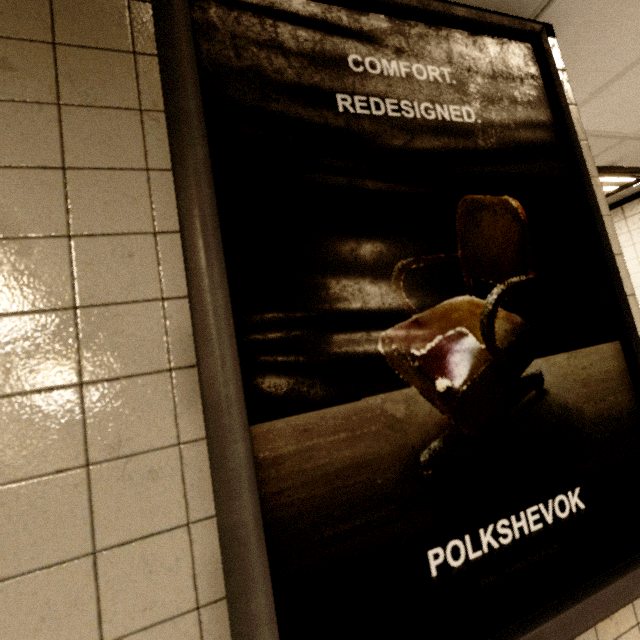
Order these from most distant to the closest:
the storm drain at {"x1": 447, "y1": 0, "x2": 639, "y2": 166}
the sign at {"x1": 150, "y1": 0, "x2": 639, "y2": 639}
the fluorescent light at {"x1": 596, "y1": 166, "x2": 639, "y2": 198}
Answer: the fluorescent light at {"x1": 596, "y1": 166, "x2": 639, "y2": 198} → the storm drain at {"x1": 447, "y1": 0, "x2": 639, "y2": 166} → the sign at {"x1": 150, "y1": 0, "x2": 639, "y2": 639}

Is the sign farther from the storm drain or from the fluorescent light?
the fluorescent light

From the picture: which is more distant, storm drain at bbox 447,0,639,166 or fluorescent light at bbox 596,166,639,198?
fluorescent light at bbox 596,166,639,198

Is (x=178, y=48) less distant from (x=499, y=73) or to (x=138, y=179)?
(x=138, y=179)

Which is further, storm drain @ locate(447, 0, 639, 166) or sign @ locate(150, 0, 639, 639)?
storm drain @ locate(447, 0, 639, 166)

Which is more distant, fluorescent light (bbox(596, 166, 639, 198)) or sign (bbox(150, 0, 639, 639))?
fluorescent light (bbox(596, 166, 639, 198))

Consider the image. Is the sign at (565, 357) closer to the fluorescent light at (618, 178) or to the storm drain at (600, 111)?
the storm drain at (600, 111)

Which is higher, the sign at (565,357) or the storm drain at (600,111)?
the storm drain at (600,111)
